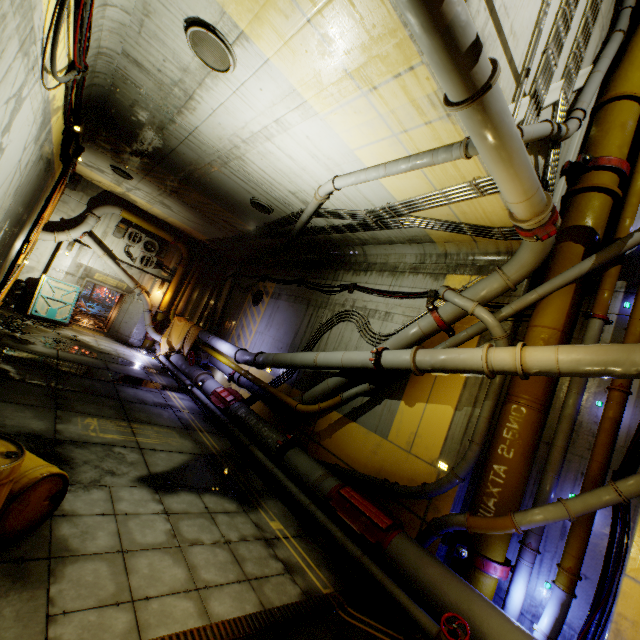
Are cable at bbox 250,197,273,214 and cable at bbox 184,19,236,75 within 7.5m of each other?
yes

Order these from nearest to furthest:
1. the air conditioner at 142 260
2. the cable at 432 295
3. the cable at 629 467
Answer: the cable at 629 467, the cable at 432 295, the air conditioner at 142 260

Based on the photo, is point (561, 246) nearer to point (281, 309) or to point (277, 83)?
point (277, 83)

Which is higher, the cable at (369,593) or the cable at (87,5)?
the cable at (87,5)

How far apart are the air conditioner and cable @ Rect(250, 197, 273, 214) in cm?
982

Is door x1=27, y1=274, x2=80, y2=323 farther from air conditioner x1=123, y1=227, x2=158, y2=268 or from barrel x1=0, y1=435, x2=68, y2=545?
barrel x1=0, y1=435, x2=68, y2=545

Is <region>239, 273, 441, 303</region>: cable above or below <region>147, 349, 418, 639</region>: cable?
above

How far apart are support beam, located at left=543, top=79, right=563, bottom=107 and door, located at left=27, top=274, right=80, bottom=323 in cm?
1905
